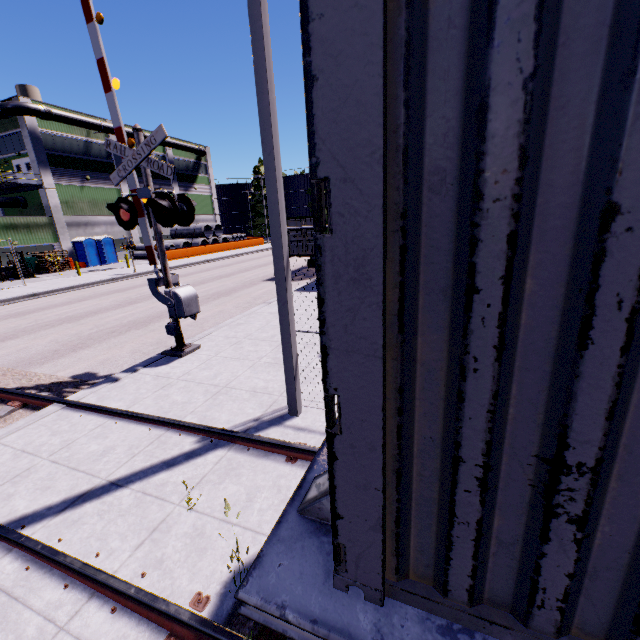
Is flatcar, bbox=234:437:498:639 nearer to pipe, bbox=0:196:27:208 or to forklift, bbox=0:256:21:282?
pipe, bbox=0:196:27:208

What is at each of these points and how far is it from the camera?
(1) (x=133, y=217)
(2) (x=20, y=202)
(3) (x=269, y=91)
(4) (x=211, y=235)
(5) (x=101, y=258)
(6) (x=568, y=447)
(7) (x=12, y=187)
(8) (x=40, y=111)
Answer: (1) railroad crossing gate, 7.3m
(2) pipe, 31.3m
(3) light, 3.9m
(4) concrete pipe stack, 42.6m
(5) portable restroom, 34.1m
(6) cargo container, 0.9m
(7) balcony, 29.4m
(8) pipe, 28.2m

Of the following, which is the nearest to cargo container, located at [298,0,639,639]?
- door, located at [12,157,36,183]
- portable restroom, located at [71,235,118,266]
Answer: portable restroom, located at [71,235,118,266]

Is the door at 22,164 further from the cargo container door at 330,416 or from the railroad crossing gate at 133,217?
the cargo container door at 330,416

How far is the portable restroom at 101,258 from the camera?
32.2m

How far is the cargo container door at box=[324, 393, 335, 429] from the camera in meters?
1.1 m

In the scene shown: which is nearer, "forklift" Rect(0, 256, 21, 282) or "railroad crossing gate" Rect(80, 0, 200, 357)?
"railroad crossing gate" Rect(80, 0, 200, 357)

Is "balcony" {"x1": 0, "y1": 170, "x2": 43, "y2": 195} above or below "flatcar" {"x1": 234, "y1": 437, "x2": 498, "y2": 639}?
above
